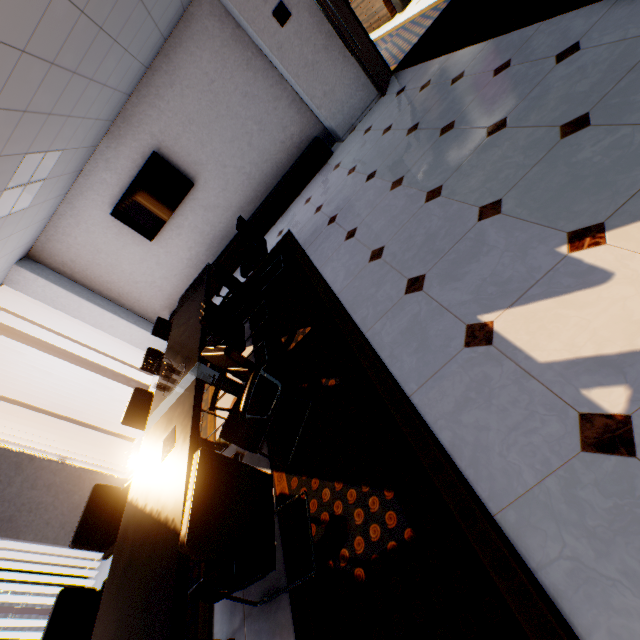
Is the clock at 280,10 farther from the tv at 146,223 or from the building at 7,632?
the building at 7,632

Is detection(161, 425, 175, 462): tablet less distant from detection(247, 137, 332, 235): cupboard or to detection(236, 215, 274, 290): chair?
detection(236, 215, 274, 290): chair

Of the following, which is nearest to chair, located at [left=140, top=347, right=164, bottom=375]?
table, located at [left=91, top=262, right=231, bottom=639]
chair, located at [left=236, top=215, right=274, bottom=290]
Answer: table, located at [left=91, top=262, right=231, bottom=639]

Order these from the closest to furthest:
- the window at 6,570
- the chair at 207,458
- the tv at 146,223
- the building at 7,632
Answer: the chair at 207,458, the window at 6,570, the tv at 146,223, the building at 7,632

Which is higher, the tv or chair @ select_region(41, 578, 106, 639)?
the tv

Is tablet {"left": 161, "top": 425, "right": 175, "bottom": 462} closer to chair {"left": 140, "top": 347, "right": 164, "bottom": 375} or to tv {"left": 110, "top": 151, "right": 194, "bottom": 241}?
chair {"left": 140, "top": 347, "right": 164, "bottom": 375}

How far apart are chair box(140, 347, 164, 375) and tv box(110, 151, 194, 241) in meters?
2.9 m

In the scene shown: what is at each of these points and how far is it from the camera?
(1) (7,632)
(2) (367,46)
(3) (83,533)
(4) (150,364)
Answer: (1) building, 39.47m
(2) door, 5.59m
(3) chair, 2.46m
(4) chair, 4.03m
